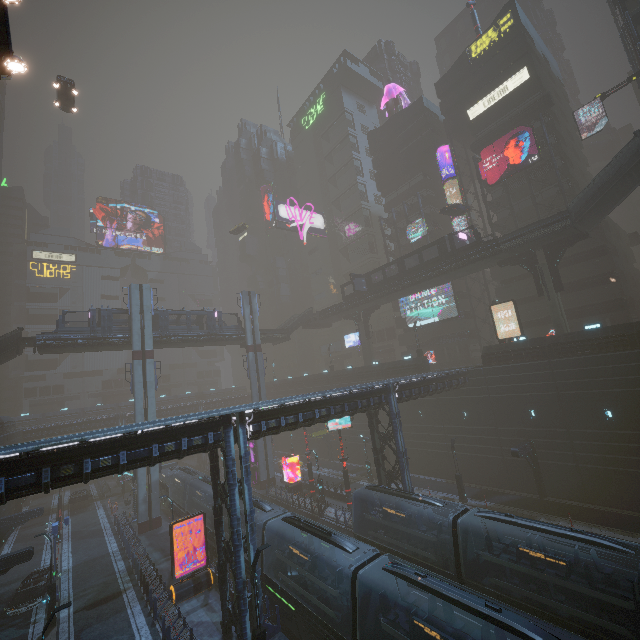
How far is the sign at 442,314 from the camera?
46.88m

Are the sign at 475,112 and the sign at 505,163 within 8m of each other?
yes

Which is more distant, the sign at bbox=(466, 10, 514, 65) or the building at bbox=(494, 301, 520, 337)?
the sign at bbox=(466, 10, 514, 65)

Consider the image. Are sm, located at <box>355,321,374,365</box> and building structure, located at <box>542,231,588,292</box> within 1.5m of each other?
no

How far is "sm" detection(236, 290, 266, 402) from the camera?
44.4m

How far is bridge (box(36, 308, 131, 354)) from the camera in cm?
3342

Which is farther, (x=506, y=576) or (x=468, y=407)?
(x=468, y=407)

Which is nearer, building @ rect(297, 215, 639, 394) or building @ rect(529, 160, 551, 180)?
building @ rect(297, 215, 639, 394)
